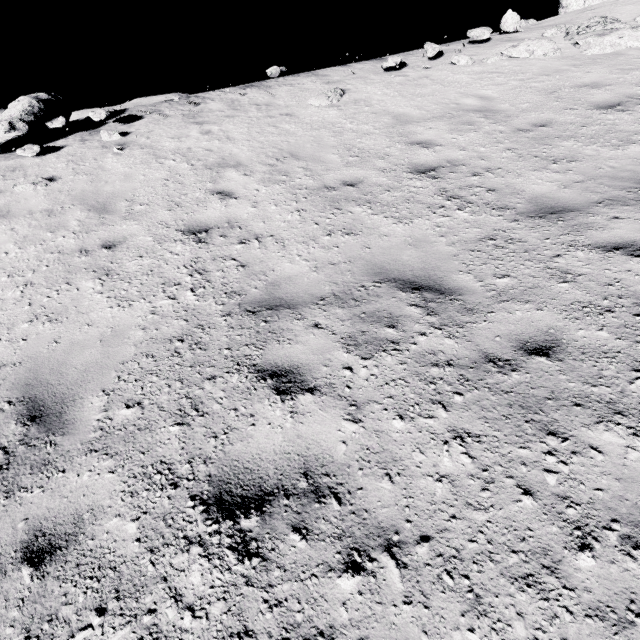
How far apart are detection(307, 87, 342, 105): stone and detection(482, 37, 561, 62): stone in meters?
4.0

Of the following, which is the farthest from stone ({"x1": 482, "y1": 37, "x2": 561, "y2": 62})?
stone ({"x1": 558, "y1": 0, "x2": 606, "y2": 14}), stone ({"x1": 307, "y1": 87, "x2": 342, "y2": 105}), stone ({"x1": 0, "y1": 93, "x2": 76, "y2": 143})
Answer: stone ({"x1": 0, "y1": 93, "x2": 76, "y2": 143})

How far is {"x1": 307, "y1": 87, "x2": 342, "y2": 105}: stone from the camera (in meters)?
8.62

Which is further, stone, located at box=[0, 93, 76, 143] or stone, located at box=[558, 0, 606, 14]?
stone, located at box=[558, 0, 606, 14]

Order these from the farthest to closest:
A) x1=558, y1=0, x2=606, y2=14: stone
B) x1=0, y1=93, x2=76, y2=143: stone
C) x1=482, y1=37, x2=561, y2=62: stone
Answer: x1=558, y1=0, x2=606, y2=14: stone < x1=482, y1=37, x2=561, y2=62: stone < x1=0, y1=93, x2=76, y2=143: stone

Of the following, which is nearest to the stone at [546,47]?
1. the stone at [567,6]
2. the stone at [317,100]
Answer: the stone at [317,100]

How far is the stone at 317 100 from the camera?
8.62m

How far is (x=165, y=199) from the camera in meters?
5.8
